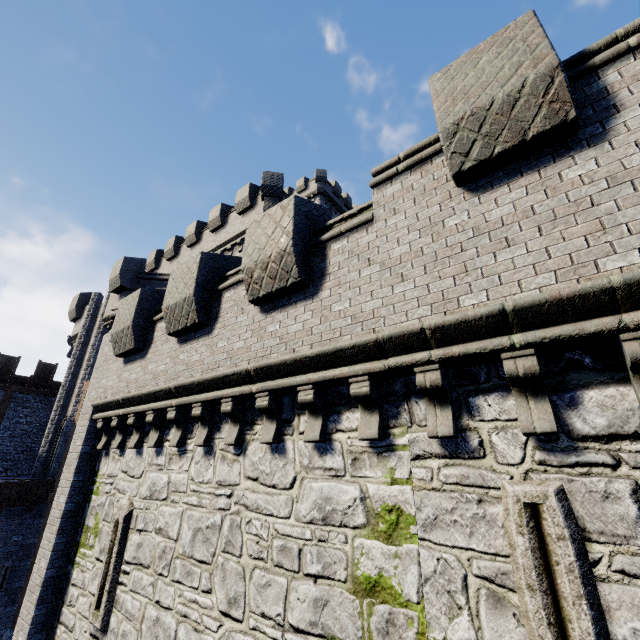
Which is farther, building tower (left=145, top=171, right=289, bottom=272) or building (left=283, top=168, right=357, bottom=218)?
building (left=283, top=168, right=357, bottom=218)

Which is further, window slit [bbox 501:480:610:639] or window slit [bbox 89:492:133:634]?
window slit [bbox 89:492:133:634]

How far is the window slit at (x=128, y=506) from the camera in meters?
6.9 m

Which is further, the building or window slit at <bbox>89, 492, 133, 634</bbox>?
the building

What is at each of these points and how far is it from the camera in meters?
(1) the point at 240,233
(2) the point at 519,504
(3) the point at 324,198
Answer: (1) building tower, 20.6
(2) window slit, 3.2
(3) building, 38.4

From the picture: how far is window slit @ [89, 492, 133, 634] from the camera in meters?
6.9 m

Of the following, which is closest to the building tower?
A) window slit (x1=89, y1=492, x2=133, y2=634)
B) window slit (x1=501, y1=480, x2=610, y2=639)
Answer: window slit (x1=89, y1=492, x2=133, y2=634)

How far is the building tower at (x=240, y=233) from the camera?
19.9 meters
